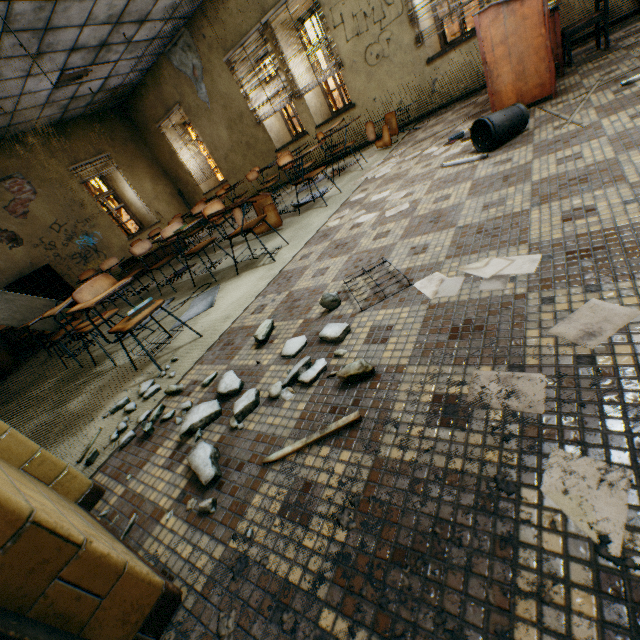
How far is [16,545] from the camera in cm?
70

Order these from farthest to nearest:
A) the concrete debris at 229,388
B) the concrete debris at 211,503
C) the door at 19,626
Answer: the concrete debris at 229,388
the concrete debris at 211,503
the door at 19,626

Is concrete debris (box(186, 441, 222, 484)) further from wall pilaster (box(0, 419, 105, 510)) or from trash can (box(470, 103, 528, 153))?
trash can (box(470, 103, 528, 153))

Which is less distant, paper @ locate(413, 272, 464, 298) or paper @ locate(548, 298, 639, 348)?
paper @ locate(548, 298, 639, 348)

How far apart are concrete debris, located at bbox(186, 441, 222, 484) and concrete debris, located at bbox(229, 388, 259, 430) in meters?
0.1 m

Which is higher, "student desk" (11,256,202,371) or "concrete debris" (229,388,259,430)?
"student desk" (11,256,202,371)

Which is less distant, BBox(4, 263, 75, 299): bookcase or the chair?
the chair

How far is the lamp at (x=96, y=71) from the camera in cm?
660
